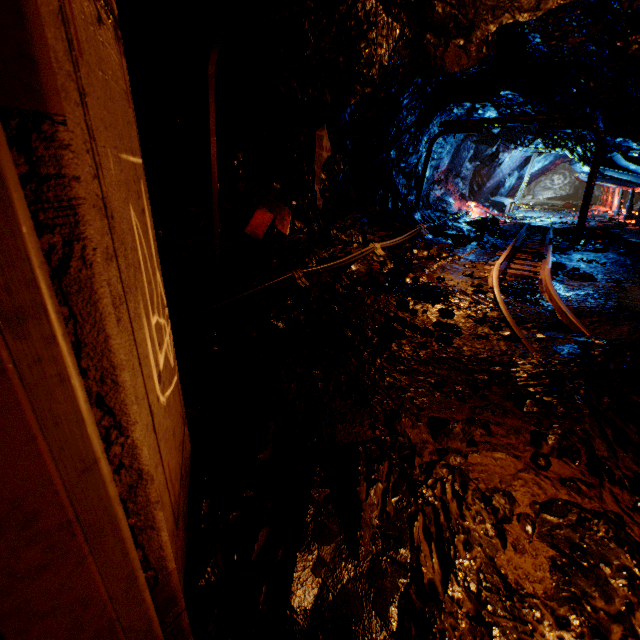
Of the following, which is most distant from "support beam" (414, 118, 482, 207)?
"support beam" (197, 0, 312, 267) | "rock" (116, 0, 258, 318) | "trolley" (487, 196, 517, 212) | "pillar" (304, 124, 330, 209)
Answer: "trolley" (487, 196, 517, 212)

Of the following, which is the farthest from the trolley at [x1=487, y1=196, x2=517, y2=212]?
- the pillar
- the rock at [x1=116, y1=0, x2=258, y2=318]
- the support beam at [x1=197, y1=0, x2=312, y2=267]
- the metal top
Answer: the support beam at [x1=197, y1=0, x2=312, y2=267]

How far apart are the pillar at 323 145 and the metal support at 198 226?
1.9 meters

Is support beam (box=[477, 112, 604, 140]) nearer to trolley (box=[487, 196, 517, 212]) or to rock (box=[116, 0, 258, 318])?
rock (box=[116, 0, 258, 318])

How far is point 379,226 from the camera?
9.44m

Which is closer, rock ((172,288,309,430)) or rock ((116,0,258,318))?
rock ((172,288,309,430))

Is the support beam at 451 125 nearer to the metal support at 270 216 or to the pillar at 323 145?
the pillar at 323 145
